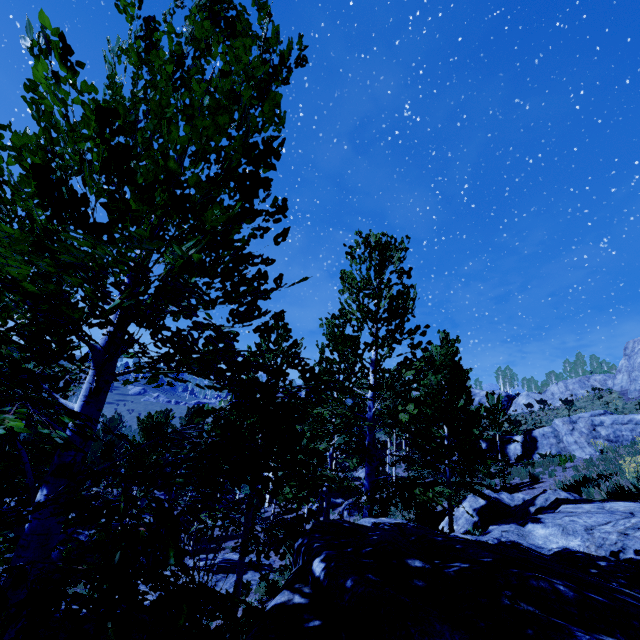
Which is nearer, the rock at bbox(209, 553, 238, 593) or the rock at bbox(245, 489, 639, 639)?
the rock at bbox(245, 489, 639, 639)

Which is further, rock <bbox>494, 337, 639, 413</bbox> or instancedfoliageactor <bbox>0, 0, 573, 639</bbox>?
rock <bbox>494, 337, 639, 413</bbox>

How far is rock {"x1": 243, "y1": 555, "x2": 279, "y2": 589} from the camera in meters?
13.7 m

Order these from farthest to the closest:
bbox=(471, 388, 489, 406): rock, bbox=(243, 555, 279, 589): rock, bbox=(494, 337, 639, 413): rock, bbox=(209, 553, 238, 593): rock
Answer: bbox=(471, 388, 489, 406): rock < bbox=(494, 337, 639, 413): rock < bbox=(243, 555, 279, 589): rock < bbox=(209, 553, 238, 593): rock

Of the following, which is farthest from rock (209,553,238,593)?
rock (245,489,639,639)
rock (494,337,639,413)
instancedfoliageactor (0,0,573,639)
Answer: rock (494,337,639,413)

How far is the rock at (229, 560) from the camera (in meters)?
12.98

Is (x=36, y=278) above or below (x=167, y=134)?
below

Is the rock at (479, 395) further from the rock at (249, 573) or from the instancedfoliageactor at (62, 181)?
the rock at (249, 573)
